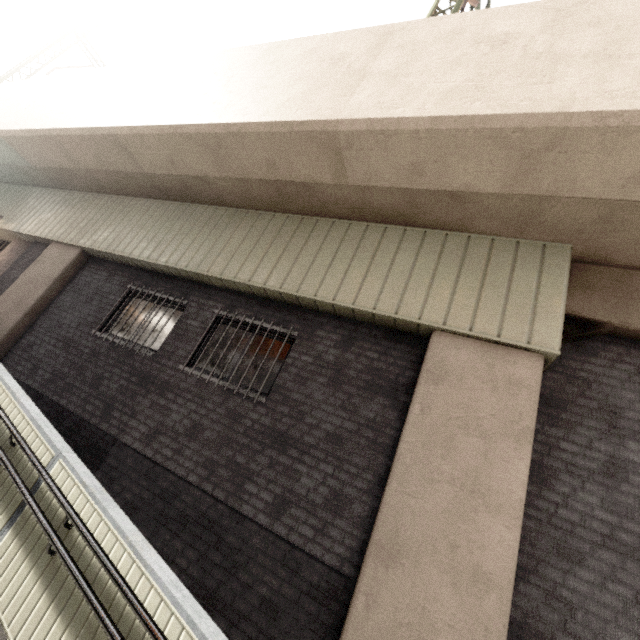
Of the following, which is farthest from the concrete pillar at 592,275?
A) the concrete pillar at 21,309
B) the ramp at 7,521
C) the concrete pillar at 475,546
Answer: the concrete pillar at 21,309

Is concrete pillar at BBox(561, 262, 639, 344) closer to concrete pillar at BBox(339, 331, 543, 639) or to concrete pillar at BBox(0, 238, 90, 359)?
concrete pillar at BBox(339, 331, 543, 639)

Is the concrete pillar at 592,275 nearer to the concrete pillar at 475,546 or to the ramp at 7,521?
the concrete pillar at 475,546

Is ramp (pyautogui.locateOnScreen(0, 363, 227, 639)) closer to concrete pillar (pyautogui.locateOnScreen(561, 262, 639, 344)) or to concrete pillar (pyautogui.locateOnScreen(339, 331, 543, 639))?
concrete pillar (pyautogui.locateOnScreen(339, 331, 543, 639))

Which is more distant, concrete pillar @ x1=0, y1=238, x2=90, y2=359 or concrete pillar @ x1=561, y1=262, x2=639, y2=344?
concrete pillar @ x1=0, y1=238, x2=90, y2=359

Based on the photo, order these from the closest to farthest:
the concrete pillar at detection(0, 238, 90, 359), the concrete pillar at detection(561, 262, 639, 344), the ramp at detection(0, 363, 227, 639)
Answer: the ramp at detection(0, 363, 227, 639) → the concrete pillar at detection(561, 262, 639, 344) → the concrete pillar at detection(0, 238, 90, 359)

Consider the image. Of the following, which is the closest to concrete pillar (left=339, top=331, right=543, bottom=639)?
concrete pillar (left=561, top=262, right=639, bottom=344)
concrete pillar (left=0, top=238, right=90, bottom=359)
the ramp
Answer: concrete pillar (left=561, top=262, right=639, bottom=344)

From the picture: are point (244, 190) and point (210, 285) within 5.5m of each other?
yes
